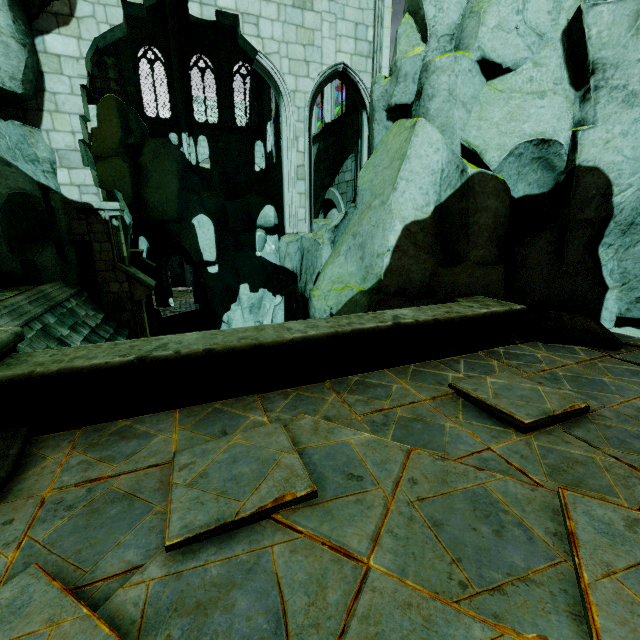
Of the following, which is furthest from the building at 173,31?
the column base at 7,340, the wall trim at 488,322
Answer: the column base at 7,340

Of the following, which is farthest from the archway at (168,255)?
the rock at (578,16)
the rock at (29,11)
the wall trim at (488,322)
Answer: the wall trim at (488,322)

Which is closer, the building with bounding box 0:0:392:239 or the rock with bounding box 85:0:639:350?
the rock with bounding box 85:0:639:350

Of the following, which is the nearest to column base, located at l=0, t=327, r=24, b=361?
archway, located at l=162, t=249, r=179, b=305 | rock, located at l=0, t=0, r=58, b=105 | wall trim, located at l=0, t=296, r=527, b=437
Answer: wall trim, located at l=0, t=296, r=527, b=437

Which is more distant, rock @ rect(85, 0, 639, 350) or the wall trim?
rock @ rect(85, 0, 639, 350)

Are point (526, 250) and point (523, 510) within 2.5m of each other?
no

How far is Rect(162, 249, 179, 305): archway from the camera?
26.8 meters

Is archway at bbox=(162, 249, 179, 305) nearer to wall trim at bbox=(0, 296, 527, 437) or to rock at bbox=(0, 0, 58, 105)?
rock at bbox=(0, 0, 58, 105)
